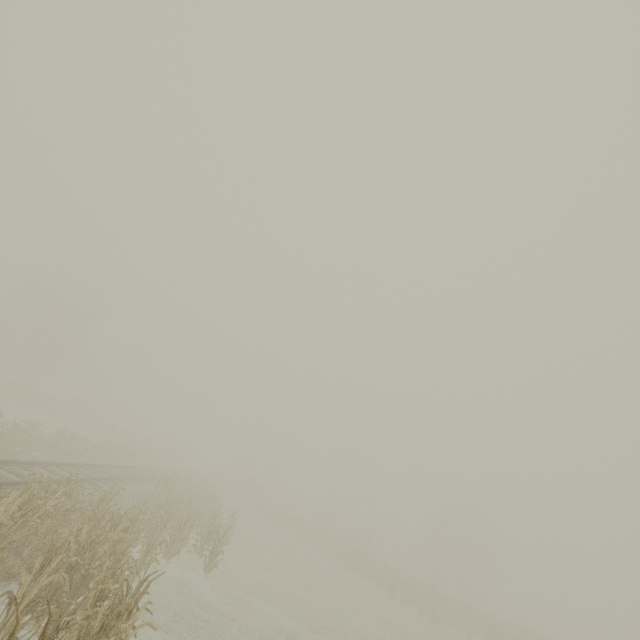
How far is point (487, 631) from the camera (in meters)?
21.94
